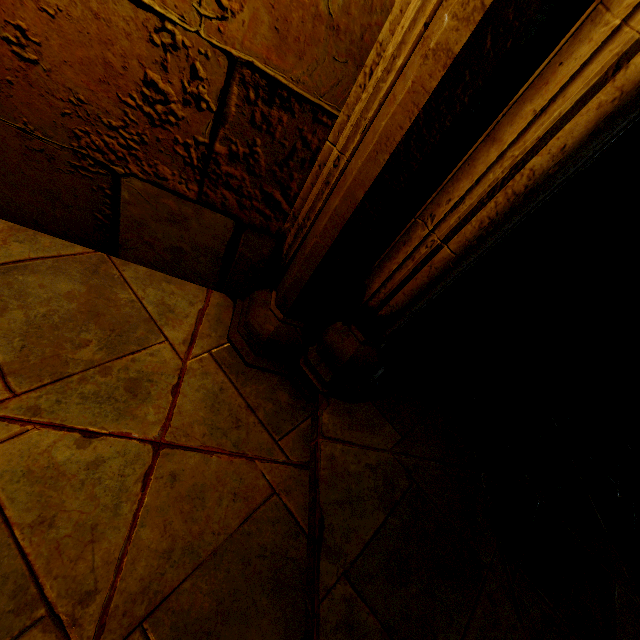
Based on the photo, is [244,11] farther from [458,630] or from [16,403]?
[458,630]
